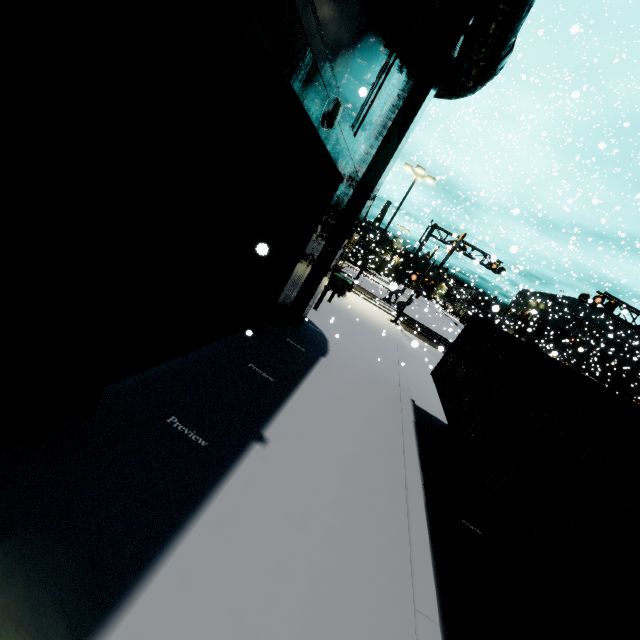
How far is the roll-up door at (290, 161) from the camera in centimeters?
324cm

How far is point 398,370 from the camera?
12.60m

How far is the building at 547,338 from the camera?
39.3m

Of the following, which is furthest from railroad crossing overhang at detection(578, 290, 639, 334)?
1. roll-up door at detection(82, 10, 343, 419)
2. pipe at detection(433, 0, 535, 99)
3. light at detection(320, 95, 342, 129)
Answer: light at detection(320, 95, 342, 129)

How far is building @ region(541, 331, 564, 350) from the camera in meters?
39.3 m

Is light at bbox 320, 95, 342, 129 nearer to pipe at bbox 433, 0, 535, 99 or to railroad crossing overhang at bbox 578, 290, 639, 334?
pipe at bbox 433, 0, 535, 99

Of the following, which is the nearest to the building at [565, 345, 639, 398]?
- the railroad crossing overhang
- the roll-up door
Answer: the roll-up door

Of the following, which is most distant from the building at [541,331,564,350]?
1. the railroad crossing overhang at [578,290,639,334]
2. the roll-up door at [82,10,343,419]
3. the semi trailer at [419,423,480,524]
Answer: the railroad crossing overhang at [578,290,639,334]
